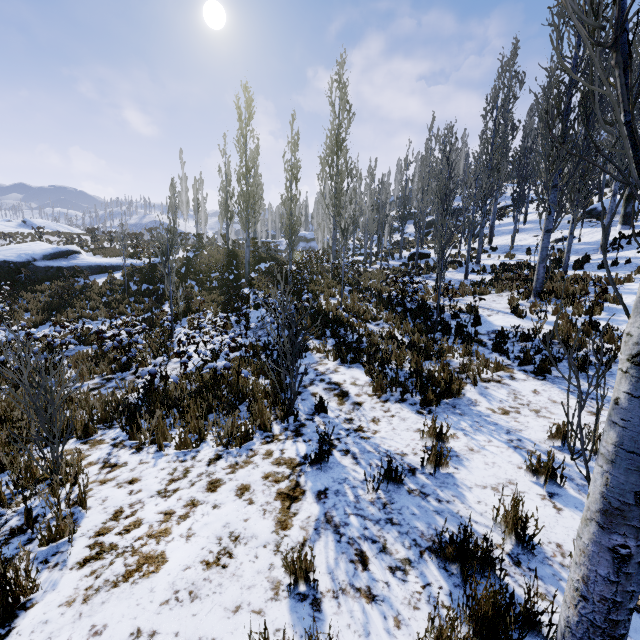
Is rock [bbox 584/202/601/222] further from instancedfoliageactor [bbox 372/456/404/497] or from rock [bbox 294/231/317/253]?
rock [bbox 294/231/317/253]

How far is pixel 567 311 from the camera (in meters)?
9.20

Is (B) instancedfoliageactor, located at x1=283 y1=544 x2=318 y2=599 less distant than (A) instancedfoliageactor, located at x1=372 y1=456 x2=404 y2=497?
Yes

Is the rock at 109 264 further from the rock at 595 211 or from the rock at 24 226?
the rock at 595 211

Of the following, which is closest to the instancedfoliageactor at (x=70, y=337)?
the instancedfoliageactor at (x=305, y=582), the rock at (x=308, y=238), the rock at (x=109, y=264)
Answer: the rock at (x=308, y=238)

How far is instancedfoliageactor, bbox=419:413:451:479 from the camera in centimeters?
361cm

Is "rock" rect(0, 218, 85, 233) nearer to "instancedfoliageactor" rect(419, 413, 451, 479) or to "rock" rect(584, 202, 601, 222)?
"instancedfoliageactor" rect(419, 413, 451, 479)

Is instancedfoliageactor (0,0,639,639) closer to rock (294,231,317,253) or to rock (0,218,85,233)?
rock (294,231,317,253)
